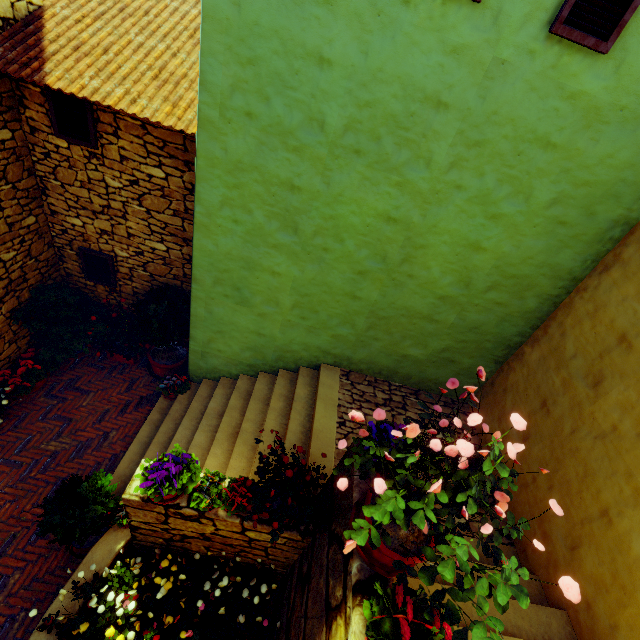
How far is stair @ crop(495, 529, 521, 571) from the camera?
4.0m

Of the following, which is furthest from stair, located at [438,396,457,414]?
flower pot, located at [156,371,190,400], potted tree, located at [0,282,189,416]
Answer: potted tree, located at [0,282,189,416]

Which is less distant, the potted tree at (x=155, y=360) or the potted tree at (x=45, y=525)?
the potted tree at (x=45, y=525)

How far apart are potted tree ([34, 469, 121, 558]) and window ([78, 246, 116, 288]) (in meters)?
3.46

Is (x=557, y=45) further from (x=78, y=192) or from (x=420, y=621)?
(x=78, y=192)

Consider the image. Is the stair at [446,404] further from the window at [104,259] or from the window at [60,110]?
the window at [60,110]

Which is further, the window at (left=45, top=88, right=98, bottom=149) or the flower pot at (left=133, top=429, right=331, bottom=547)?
the window at (left=45, top=88, right=98, bottom=149)

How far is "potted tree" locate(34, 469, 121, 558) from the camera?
3.6 meters
